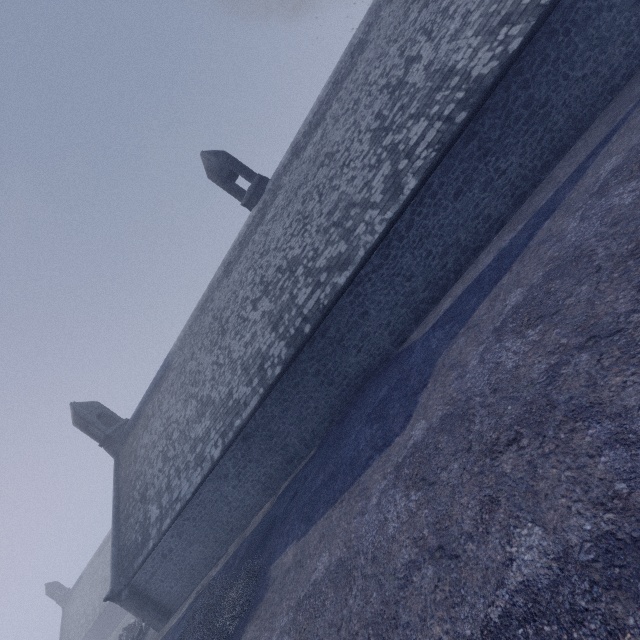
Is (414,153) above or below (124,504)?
below
